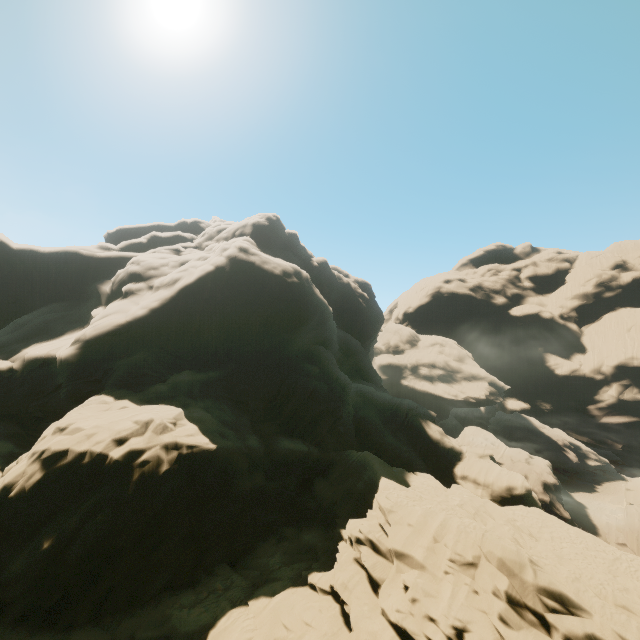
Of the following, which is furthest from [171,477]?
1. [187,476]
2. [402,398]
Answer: [402,398]
